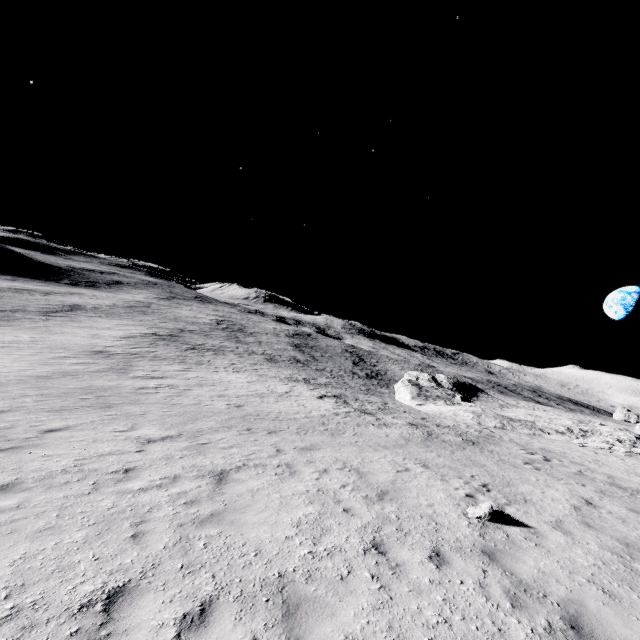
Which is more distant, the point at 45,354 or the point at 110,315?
the point at 110,315
